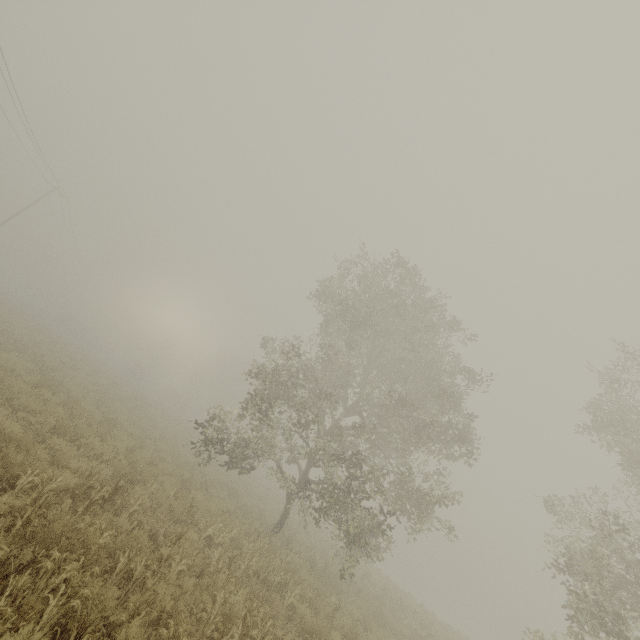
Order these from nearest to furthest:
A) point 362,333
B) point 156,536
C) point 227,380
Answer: point 156,536, point 362,333, point 227,380
